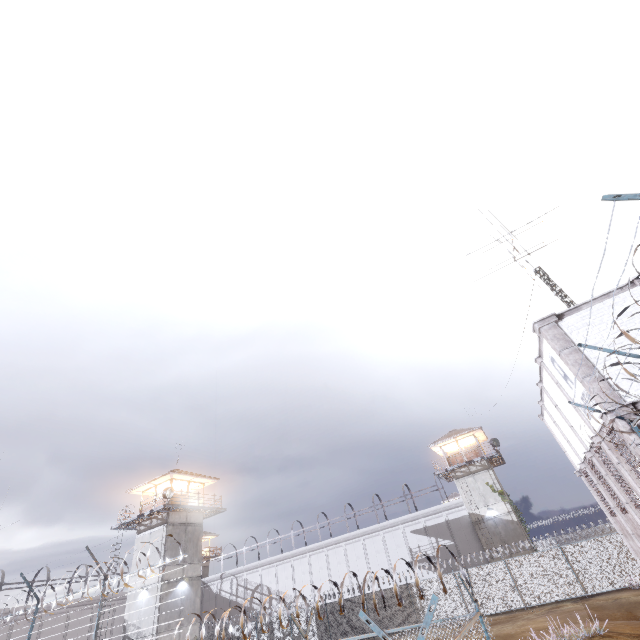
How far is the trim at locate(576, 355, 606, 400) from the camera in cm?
926

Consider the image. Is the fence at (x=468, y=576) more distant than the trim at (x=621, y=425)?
No

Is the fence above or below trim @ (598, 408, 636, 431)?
below

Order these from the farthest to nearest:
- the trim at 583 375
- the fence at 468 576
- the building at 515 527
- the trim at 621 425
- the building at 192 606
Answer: the building at 515 527, the building at 192 606, the trim at 583 375, the trim at 621 425, the fence at 468 576

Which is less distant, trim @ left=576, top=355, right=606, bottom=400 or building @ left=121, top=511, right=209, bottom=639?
trim @ left=576, top=355, right=606, bottom=400

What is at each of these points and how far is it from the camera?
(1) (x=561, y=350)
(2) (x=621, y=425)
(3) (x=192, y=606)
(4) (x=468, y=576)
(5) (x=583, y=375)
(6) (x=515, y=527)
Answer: (1) trim, 10.21m
(2) trim, 8.65m
(3) building, 26.42m
(4) fence, 6.74m
(5) trim, 9.61m
(6) building, 30.39m

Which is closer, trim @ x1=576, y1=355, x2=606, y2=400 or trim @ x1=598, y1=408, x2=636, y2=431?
trim @ x1=598, y1=408, x2=636, y2=431

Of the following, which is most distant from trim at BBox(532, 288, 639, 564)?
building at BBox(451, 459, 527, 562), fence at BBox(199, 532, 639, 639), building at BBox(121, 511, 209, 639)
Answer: building at BBox(121, 511, 209, 639)
